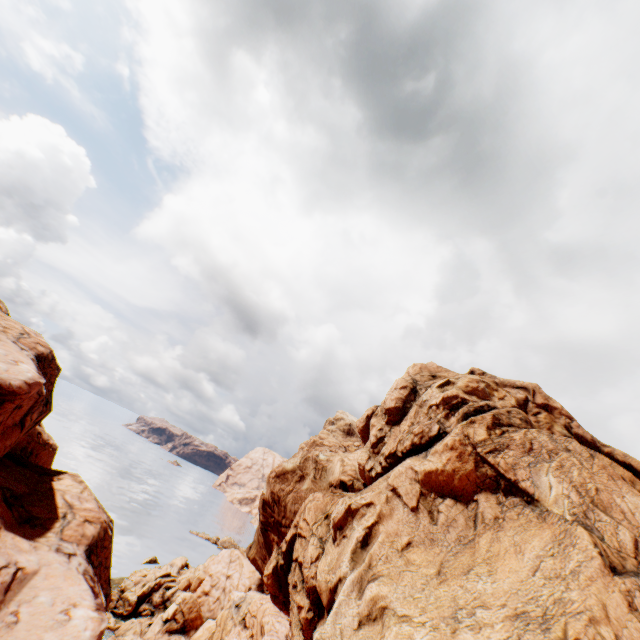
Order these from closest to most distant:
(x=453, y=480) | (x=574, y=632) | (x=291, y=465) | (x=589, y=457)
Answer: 1. (x=574, y=632)
2. (x=453, y=480)
3. (x=589, y=457)
4. (x=291, y=465)
